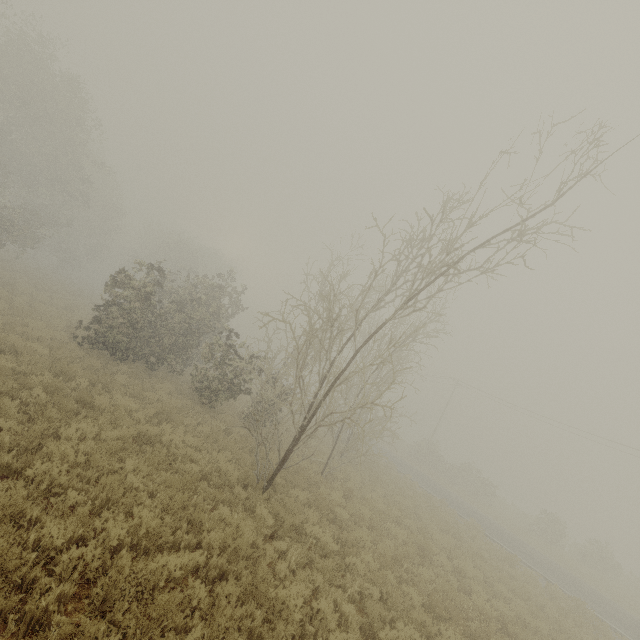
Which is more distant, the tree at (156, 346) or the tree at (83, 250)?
the tree at (83, 250)

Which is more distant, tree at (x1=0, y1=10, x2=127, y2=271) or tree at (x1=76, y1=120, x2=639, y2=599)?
tree at (x1=0, y1=10, x2=127, y2=271)

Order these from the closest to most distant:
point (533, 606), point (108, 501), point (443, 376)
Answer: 1. point (108, 501)
2. point (533, 606)
3. point (443, 376)
